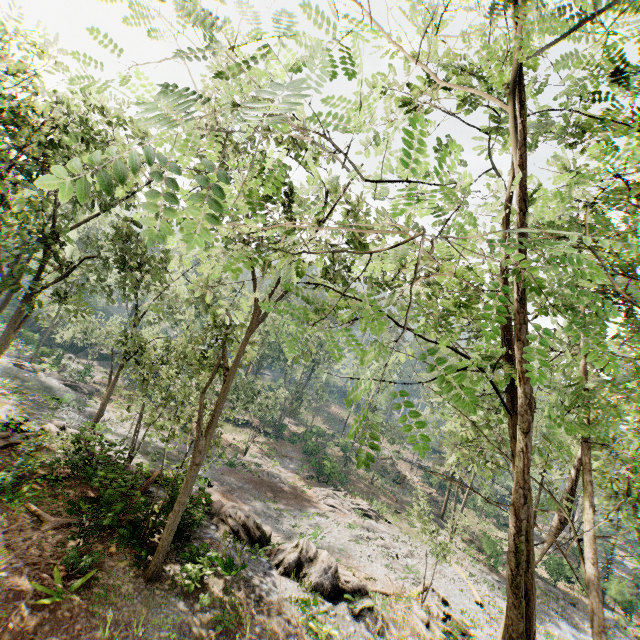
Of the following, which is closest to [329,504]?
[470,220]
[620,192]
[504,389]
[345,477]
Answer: [345,477]

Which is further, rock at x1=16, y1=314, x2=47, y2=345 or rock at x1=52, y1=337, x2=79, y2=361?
rock at x1=16, y1=314, x2=47, y2=345

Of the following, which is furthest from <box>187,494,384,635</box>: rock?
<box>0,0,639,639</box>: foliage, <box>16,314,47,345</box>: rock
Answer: <box>16,314,47,345</box>: rock

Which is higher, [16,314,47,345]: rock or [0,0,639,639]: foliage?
[0,0,639,639]: foliage

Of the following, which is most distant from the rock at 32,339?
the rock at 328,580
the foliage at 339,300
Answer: the rock at 328,580

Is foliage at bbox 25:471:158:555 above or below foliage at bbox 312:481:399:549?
above

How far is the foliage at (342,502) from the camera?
27.6m

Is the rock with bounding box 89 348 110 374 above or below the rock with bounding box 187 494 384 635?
below
